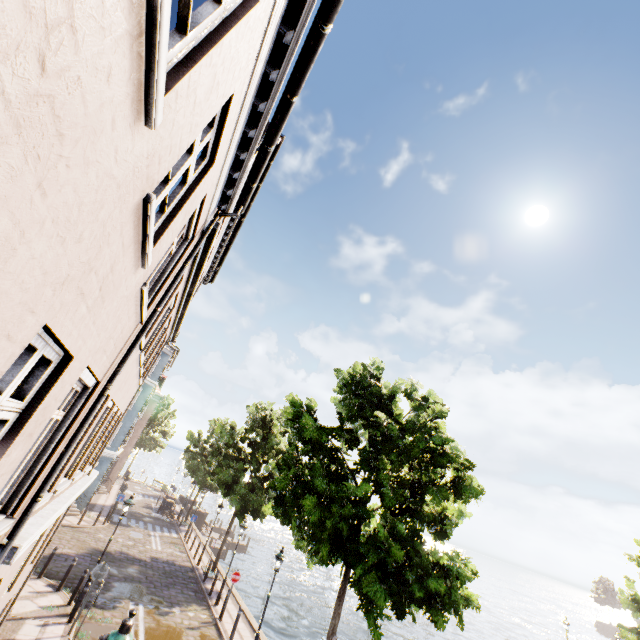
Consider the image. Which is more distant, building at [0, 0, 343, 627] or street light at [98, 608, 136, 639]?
street light at [98, 608, 136, 639]

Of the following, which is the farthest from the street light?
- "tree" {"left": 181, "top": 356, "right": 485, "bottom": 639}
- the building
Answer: the building

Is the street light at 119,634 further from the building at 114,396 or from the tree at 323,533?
the building at 114,396

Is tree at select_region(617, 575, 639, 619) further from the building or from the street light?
the street light

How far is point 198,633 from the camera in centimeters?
1330cm

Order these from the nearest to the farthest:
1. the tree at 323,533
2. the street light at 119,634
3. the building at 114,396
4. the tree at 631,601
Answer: the building at 114,396 → the street light at 119,634 → the tree at 323,533 → the tree at 631,601
